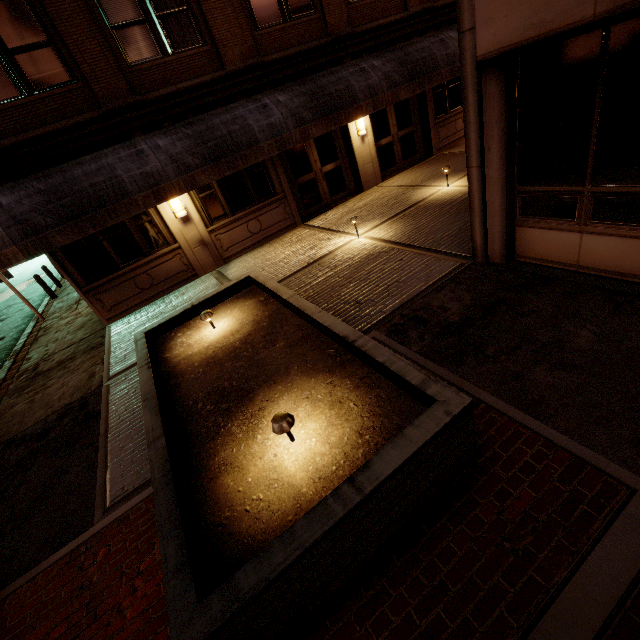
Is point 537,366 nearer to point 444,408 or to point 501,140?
point 444,408

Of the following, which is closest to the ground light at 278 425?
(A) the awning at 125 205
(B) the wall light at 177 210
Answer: (A) the awning at 125 205

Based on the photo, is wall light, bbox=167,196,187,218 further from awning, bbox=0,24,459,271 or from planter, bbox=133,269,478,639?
planter, bbox=133,269,478,639

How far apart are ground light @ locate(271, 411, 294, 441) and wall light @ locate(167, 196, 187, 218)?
8.4m

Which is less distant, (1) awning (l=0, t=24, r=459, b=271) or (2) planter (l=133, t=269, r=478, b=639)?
(2) planter (l=133, t=269, r=478, b=639)

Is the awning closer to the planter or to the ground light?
the planter

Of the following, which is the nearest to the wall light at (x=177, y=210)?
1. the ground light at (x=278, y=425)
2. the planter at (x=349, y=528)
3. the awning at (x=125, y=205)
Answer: the awning at (x=125, y=205)
